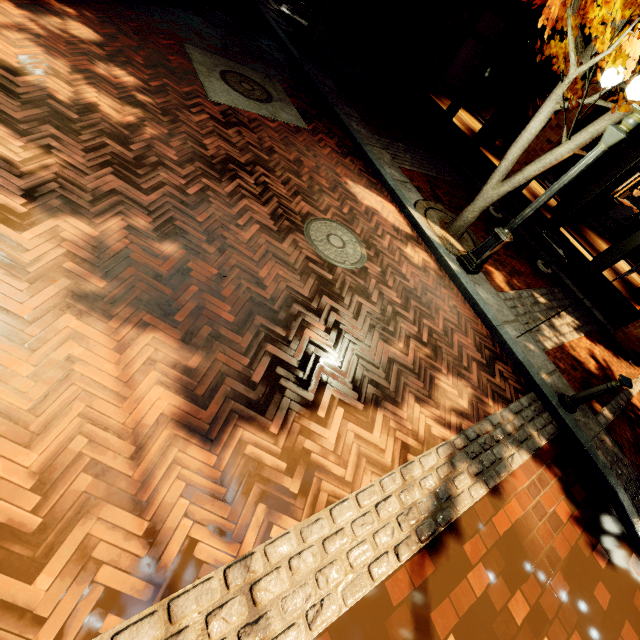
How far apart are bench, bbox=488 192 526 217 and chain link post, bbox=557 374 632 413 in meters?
4.3

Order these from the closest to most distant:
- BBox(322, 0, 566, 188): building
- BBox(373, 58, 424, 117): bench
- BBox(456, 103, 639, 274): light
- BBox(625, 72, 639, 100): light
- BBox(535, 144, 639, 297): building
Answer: BBox(625, 72, 639, 100): light, BBox(456, 103, 639, 274): light, BBox(535, 144, 639, 297): building, BBox(322, 0, 566, 188): building, BBox(373, 58, 424, 117): bench

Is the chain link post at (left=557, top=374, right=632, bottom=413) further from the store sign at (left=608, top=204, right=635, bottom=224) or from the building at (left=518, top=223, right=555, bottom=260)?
the store sign at (left=608, top=204, right=635, bottom=224)

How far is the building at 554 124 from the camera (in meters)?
7.93

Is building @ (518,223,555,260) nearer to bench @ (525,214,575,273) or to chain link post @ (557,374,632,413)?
bench @ (525,214,575,273)

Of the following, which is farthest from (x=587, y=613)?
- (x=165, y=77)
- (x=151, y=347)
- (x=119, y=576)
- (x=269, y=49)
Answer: (x=269, y=49)

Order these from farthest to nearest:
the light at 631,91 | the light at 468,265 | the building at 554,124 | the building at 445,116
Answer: the building at 445,116 < the building at 554,124 < the light at 468,265 < the light at 631,91
